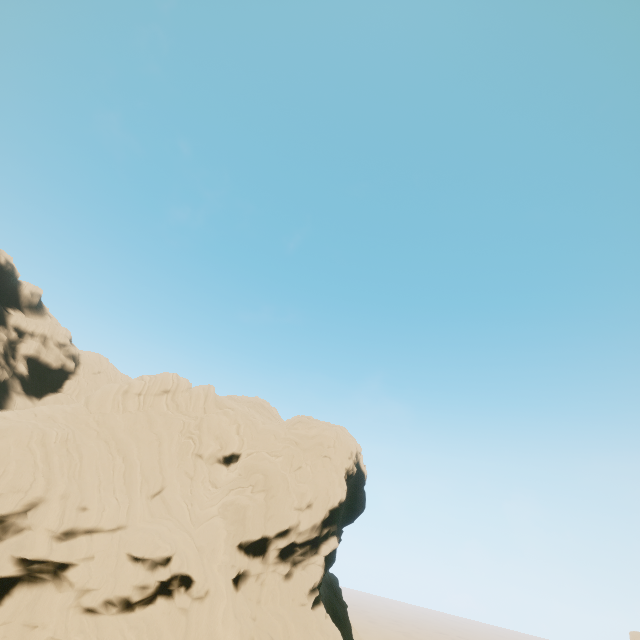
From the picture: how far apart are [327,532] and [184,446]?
17.43m
